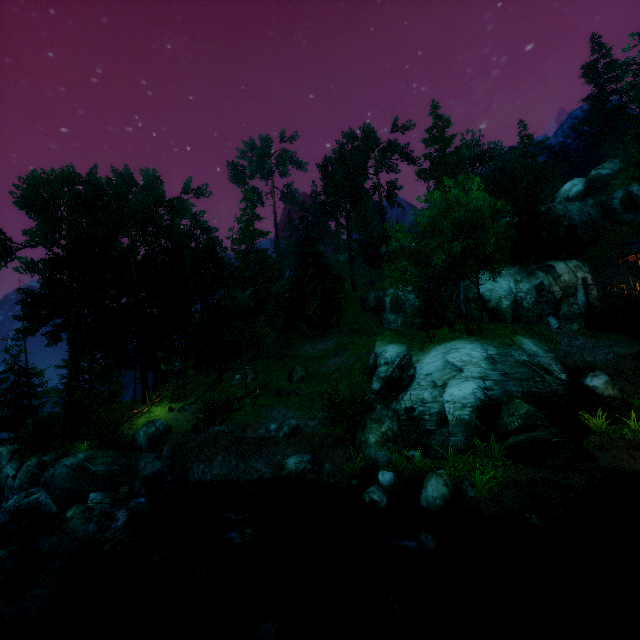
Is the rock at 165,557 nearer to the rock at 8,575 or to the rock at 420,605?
the rock at 8,575

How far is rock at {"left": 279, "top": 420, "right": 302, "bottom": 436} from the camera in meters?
18.3 m

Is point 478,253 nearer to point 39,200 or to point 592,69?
point 39,200

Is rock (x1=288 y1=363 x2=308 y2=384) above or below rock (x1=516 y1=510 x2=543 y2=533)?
above

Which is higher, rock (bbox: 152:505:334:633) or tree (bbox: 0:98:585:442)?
tree (bbox: 0:98:585:442)

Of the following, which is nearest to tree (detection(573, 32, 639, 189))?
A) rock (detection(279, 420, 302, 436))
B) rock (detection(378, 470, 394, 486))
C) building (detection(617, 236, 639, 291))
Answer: building (detection(617, 236, 639, 291))

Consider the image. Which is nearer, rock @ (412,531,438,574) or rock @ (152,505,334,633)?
rock @ (412,531,438,574)

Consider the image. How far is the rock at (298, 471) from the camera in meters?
13.8 m
